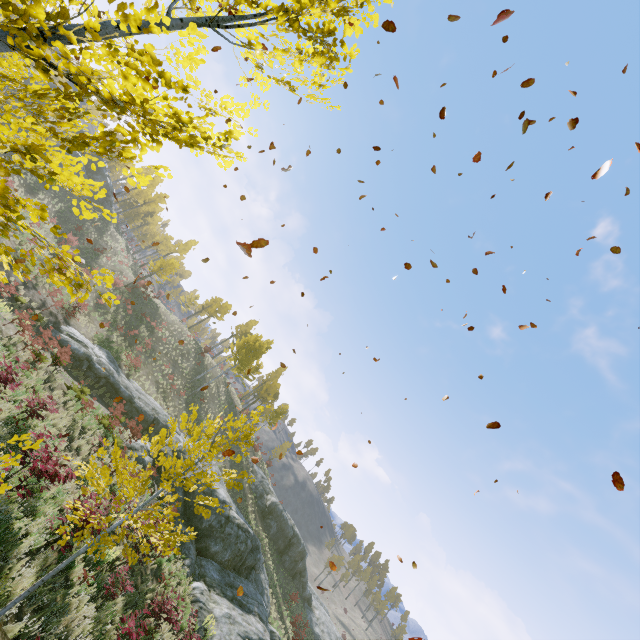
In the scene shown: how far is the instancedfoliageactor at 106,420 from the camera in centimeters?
1583cm

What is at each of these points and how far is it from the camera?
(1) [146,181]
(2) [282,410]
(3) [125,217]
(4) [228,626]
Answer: (1) instancedfoliageactor, 3.0 meters
(2) instancedfoliageactor, 45.7 meters
(3) instancedfoliageactor, 59.4 meters
(4) rock, 14.8 meters

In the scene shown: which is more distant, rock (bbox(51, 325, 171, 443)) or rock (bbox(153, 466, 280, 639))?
rock (bbox(51, 325, 171, 443))

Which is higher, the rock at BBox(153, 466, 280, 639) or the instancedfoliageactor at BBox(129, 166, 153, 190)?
the instancedfoliageactor at BBox(129, 166, 153, 190)

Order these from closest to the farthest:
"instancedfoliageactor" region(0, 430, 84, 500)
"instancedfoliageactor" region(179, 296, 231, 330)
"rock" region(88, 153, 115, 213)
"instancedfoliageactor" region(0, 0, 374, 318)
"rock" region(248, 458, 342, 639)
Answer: "instancedfoliageactor" region(0, 0, 374, 318) → "instancedfoliageactor" region(0, 430, 84, 500) → "rock" region(248, 458, 342, 639) → "rock" region(88, 153, 115, 213) → "instancedfoliageactor" region(179, 296, 231, 330)

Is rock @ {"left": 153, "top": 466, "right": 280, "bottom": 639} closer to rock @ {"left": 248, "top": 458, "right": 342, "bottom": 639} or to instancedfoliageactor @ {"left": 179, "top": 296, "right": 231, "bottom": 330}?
instancedfoliageactor @ {"left": 179, "top": 296, "right": 231, "bottom": 330}

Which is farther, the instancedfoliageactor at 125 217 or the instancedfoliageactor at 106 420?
the instancedfoliageactor at 106 420

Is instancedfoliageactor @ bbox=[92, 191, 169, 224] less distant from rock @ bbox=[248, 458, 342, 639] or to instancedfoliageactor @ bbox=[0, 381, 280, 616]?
rock @ bbox=[248, 458, 342, 639]
